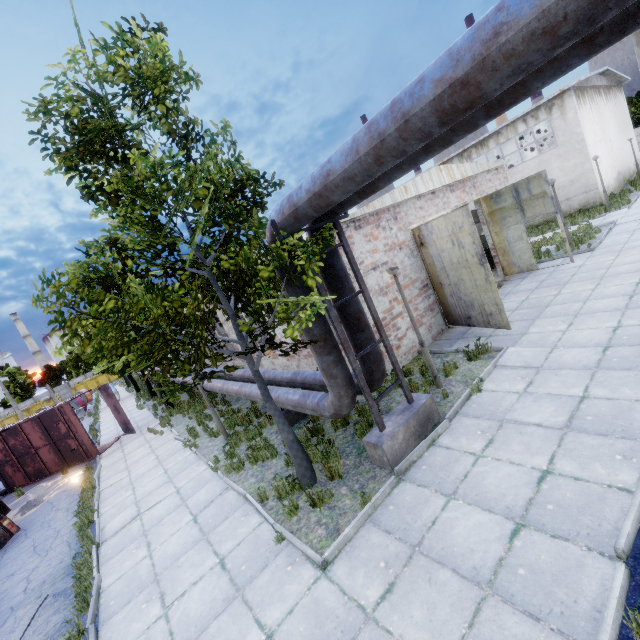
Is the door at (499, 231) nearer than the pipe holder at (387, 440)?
No

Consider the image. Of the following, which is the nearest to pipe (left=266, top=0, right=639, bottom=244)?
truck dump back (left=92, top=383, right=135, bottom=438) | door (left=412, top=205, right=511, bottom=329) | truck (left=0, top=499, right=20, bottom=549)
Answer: truck dump back (left=92, top=383, right=135, bottom=438)

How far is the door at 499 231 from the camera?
12.6 meters

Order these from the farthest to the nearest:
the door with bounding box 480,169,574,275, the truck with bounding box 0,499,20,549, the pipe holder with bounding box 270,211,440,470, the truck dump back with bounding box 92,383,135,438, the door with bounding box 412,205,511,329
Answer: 1. the truck dump back with bounding box 92,383,135,438
2. the door with bounding box 480,169,574,275
3. the truck with bounding box 0,499,20,549
4. the door with bounding box 412,205,511,329
5. the pipe holder with bounding box 270,211,440,470

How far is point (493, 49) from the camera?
2.5 meters

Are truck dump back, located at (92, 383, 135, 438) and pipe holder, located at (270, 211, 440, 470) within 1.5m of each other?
no

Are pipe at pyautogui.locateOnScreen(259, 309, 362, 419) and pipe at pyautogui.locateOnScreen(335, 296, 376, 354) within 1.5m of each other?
yes

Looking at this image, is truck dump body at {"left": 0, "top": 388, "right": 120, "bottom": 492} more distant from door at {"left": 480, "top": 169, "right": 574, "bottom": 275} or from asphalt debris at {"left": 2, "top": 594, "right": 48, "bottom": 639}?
door at {"left": 480, "top": 169, "right": 574, "bottom": 275}
